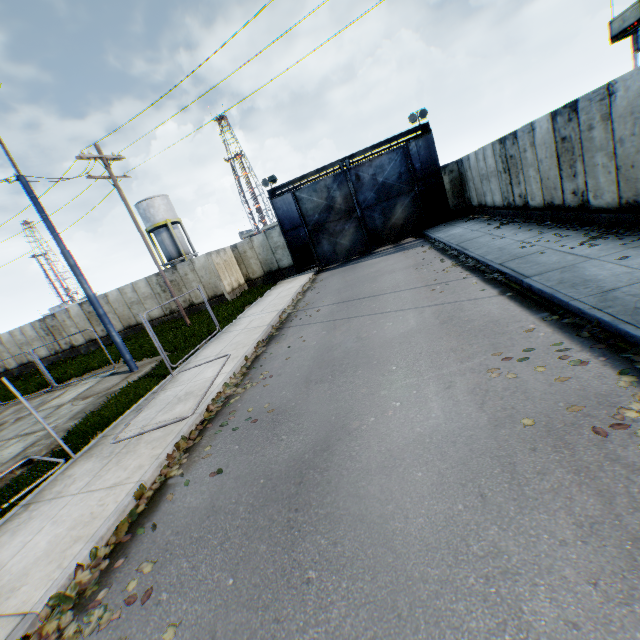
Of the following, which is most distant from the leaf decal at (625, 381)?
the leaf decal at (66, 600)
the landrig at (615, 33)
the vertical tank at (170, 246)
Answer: the vertical tank at (170, 246)

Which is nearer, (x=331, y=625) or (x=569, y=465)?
(x=331, y=625)

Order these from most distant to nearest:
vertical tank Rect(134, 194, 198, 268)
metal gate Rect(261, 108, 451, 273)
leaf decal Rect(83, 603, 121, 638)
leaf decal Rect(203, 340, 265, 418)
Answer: vertical tank Rect(134, 194, 198, 268) < metal gate Rect(261, 108, 451, 273) < leaf decal Rect(203, 340, 265, 418) < leaf decal Rect(83, 603, 121, 638)

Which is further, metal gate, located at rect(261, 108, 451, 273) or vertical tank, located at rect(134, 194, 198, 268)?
vertical tank, located at rect(134, 194, 198, 268)

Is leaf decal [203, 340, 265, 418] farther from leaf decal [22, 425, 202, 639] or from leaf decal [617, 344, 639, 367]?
leaf decal [617, 344, 639, 367]

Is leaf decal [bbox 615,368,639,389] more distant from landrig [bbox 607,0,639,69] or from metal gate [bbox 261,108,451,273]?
metal gate [bbox 261,108,451,273]

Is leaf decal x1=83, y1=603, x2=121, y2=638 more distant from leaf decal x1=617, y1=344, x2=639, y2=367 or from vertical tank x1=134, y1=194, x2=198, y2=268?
vertical tank x1=134, y1=194, x2=198, y2=268

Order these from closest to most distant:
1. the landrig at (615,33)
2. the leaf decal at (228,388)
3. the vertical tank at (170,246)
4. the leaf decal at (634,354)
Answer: the leaf decal at (634,354), the leaf decal at (228,388), the landrig at (615,33), the vertical tank at (170,246)
